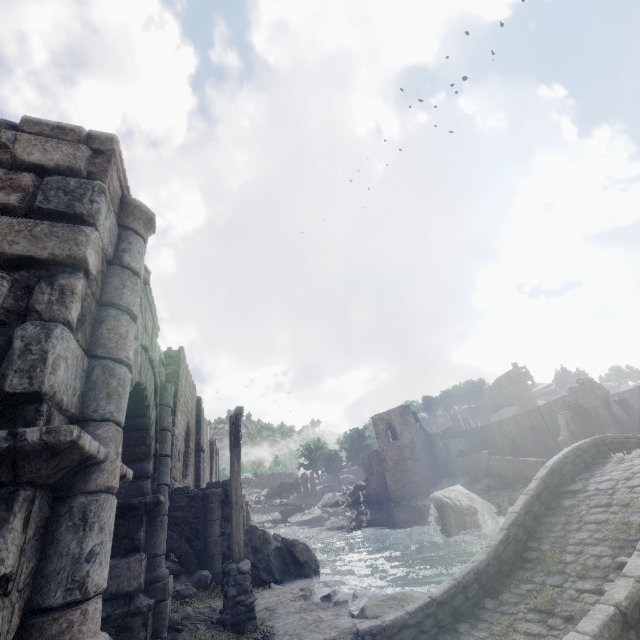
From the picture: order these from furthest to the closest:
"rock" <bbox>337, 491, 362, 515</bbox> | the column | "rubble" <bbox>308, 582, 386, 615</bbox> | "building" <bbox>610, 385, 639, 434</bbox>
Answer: "rock" <bbox>337, 491, 362, 515</bbox> → the column → "building" <bbox>610, 385, 639, 434</bbox> → "rubble" <bbox>308, 582, 386, 615</bbox>

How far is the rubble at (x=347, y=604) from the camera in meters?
10.8

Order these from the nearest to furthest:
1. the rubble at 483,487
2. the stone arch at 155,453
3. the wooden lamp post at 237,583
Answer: the stone arch at 155,453, the wooden lamp post at 237,583, the rubble at 483,487

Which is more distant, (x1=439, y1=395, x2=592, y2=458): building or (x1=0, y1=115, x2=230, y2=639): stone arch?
(x1=439, y1=395, x2=592, y2=458): building

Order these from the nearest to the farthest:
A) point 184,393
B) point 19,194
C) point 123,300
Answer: point 19,194
point 123,300
point 184,393

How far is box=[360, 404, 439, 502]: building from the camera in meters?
41.6

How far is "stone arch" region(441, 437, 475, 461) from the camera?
44.47m

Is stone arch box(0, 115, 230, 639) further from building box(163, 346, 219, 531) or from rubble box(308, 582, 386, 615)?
rubble box(308, 582, 386, 615)
